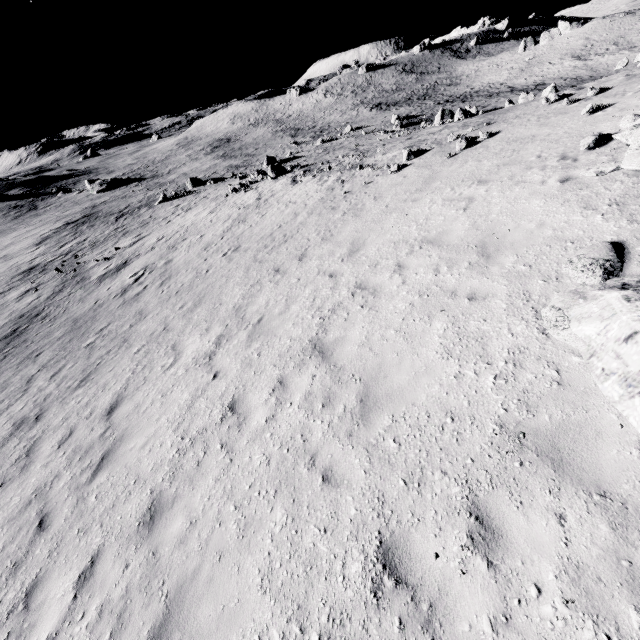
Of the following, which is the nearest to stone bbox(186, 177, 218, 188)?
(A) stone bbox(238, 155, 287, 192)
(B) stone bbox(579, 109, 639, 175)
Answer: (A) stone bbox(238, 155, 287, 192)

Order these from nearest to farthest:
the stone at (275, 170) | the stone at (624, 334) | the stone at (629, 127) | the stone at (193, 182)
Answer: the stone at (624, 334), the stone at (629, 127), the stone at (275, 170), the stone at (193, 182)

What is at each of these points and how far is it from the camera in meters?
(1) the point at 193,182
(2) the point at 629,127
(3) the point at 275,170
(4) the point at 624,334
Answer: (1) stone, 42.3 m
(2) stone, 7.1 m
(3) stone, 28.7 m
(4) stone, 3.9 m

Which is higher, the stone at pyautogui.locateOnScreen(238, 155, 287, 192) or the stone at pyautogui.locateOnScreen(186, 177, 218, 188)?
the stone at pyautogui.locateOnScreen(238, 155, 287, 192)

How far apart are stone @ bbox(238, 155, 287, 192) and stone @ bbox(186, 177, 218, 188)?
11.5m

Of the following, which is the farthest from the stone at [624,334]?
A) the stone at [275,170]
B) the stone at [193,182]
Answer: the stone at [193,182]

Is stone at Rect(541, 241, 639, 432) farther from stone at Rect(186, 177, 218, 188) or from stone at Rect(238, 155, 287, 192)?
stone at Rect(186, 177, 218, 188)

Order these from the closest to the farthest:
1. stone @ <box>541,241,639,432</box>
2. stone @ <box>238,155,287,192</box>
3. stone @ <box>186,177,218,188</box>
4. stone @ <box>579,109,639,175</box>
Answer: stone @ <box>541,241,639,432</box> < stone @ <box>579,109,639,175</box> < stone @ <box>238,155,287,192</box> < stone @ <box>186,177,218,188</box>
